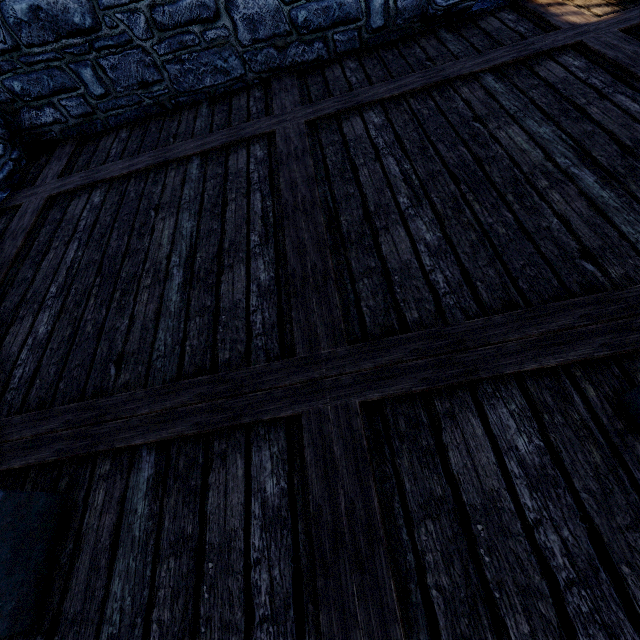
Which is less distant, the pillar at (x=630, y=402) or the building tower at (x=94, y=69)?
the pillar at (x=630, y=402)

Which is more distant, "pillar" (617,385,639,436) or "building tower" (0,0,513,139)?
"building tower" (0,0,513,139)

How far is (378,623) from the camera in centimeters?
120cm

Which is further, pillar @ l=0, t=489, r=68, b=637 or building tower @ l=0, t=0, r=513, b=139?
building tower @ l=0, t=0, r=513, b=139

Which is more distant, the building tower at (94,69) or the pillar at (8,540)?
the building tower at (94,69)

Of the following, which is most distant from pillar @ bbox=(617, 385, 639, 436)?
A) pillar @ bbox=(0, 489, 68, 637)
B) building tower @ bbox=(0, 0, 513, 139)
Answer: building tower @ bbox=(0, 0, 513, 139)

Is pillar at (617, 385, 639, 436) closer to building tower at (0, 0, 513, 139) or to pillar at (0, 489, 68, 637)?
pillar at (0, 489, 68, 637)
